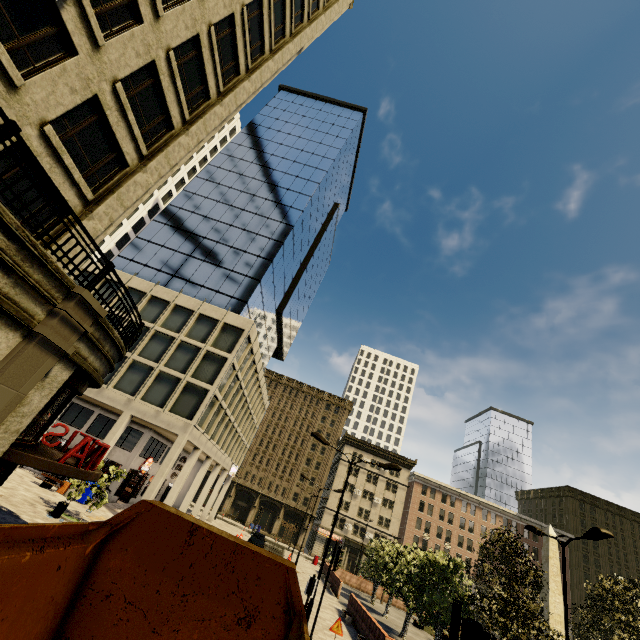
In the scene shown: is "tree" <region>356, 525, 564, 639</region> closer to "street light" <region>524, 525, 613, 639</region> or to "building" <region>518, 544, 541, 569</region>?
"street light" <region>524, 525, 613, 639</region>

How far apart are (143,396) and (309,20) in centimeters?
2994cm

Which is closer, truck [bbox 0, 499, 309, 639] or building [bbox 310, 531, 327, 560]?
truck [bbox 0, 499, 309, 639]

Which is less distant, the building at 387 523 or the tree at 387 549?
the tree at 387 549

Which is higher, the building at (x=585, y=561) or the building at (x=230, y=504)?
the building at (x=585, y=561)

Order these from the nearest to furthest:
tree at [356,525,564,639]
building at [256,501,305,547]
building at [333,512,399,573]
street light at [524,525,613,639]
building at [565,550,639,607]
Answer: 1. street light at [524,525,613,639]
2. tree at [356,525,564,639]
3. building at [333,512,399,573]
4. building at [565,550,639,607]
5. building at [256,501,305,547]

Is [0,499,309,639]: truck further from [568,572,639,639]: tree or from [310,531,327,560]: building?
[310,531,327,560]: building
